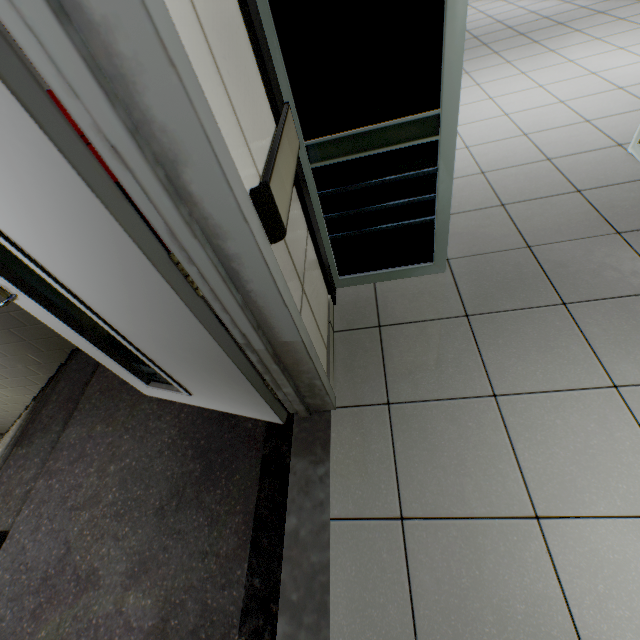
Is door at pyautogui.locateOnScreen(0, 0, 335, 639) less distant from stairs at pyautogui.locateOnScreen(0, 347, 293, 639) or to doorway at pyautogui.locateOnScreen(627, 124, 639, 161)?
stairs at pyautogui.locateOnScreen(0, 347, 293, 639)

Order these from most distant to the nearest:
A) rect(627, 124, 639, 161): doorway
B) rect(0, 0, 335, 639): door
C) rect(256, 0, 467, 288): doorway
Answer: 1. rect(627, 124, 639, 161): doorway
2. rect(256, 0, 467, 288): doorway
3. rect(0, 0, 335, 639): door

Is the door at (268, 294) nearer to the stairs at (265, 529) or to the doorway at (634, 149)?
the stairs at (265, 529)

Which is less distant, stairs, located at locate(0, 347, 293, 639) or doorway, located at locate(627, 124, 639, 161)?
stairs, located at locate(0, 347, 293, 639)

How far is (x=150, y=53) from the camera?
0.6 meters

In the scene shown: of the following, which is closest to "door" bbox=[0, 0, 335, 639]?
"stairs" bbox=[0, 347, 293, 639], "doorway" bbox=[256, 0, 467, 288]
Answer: "stairs" bbox=[0, 347, 293, 639]
